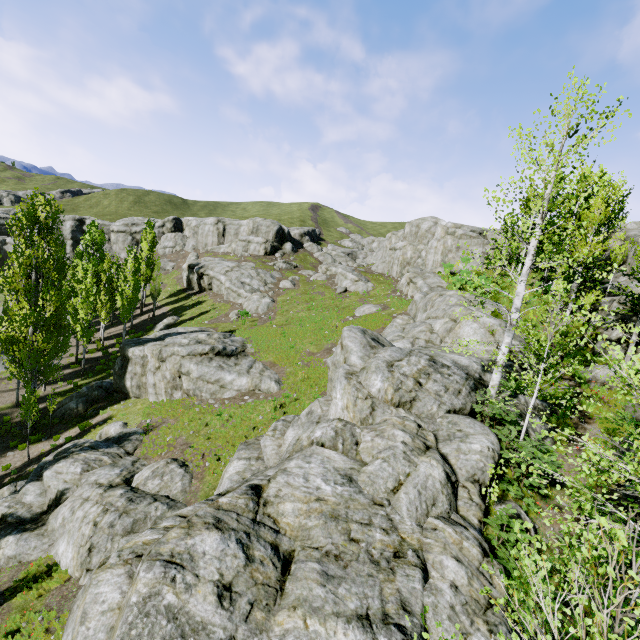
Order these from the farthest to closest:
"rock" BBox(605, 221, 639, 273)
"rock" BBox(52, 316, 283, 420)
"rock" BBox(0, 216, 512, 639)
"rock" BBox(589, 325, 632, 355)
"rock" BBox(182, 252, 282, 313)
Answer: "rock" BBox(182, 252, 282, 313), "rock" BBox(605, 221, 639, 273), "rock" BBox(52, 316, 283, 420), "rock" BBox(589, 325, 632, 355), "rock" BBox(0, 216, 512, 639)

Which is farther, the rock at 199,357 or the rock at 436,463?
the rock at 199,357

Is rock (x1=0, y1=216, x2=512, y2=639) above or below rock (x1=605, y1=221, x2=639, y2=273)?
below

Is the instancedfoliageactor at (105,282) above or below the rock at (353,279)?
below

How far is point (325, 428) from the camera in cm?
1060

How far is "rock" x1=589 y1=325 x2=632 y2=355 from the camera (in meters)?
16.39

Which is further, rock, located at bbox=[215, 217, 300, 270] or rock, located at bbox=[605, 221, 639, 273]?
rock, located at bbox=[215, 217, 300, 270]
